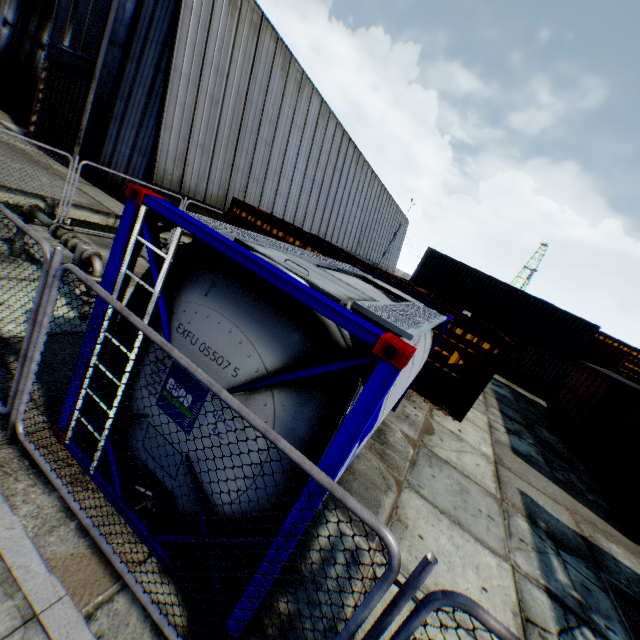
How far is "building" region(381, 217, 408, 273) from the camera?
50.0m

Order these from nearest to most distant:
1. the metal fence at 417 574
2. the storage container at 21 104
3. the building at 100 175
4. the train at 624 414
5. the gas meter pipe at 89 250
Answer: the metal fence at 417 574, the gas meter pipe at 89 250, the train at 624 414, the building at 100 175, the storage container at 21 104

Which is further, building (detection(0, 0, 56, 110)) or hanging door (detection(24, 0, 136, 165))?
building (detection(0, 0, 56, 110))

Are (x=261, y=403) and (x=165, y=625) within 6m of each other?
yes

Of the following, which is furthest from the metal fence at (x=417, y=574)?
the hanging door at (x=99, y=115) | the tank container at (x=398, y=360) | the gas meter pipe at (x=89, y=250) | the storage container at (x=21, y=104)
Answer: the storage container at (x=21, y=104)

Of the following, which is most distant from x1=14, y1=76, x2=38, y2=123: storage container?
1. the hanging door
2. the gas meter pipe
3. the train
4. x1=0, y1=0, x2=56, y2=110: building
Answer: the train

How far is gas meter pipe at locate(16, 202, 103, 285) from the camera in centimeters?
575cm

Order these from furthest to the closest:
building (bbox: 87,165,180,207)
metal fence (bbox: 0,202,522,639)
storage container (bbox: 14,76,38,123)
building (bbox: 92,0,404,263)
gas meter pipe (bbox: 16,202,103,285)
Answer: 1. storage container (bbox: 14,76,38,123)
2. building (bbox: 87,165,180,207)
3. building (bbox: 92,0,404,263)
4. gas meter pipe (bbox: 16,202,103,285)
5. metal fence (bbox: 0,202,522,639)
